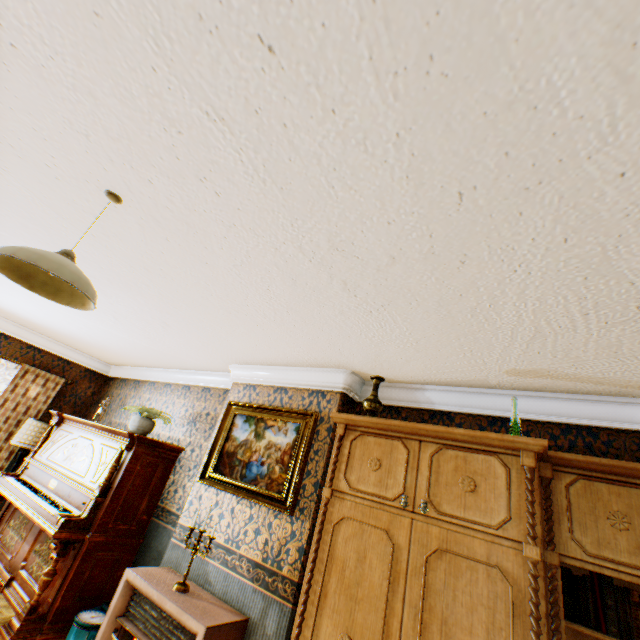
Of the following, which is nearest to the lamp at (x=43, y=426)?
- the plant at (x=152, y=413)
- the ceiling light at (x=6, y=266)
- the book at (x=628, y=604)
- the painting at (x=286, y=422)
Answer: the plant at (x=152, y=413)

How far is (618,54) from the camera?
0.9m

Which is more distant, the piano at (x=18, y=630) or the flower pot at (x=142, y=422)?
the flower pot at (x=142, y=422)

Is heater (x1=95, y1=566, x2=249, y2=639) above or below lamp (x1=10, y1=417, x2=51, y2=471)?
below

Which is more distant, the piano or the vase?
the piano

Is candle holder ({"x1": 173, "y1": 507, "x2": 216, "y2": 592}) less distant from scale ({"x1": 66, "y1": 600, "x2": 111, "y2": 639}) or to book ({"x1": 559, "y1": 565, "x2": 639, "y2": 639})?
scale ({"x1": 66, "y1": 600, "x2": 111, "y2": 639})

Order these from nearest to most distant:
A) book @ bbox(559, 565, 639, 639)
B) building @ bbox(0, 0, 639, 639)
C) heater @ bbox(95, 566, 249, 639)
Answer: building @ bbox(0, 0, 639, 639) → book @ bbox(559, 565, 639, 639) → heater @ bbox(95, 566, 249, 639)

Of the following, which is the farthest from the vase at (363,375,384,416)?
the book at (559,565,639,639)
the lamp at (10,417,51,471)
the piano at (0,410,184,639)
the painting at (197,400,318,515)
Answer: the lamp at (10,417,51,471)
